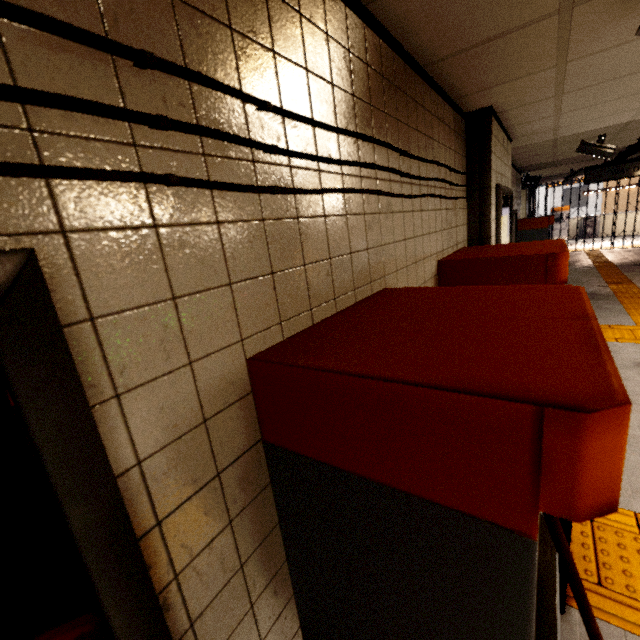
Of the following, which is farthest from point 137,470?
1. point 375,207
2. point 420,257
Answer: point 420,257

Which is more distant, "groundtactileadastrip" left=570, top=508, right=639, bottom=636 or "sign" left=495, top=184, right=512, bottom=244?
"sign" left=495, top=184, right=512, bottom=244

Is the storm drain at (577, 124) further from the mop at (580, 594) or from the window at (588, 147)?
the mop at (580, 594)

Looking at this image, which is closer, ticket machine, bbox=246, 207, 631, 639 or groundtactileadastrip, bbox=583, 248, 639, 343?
ticket machine, bbox=246, 207, 631, 639

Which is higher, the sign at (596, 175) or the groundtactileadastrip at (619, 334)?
the sign at (596, 175)

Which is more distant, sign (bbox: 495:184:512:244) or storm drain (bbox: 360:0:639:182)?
sign (bbox: 495:184:512:244)

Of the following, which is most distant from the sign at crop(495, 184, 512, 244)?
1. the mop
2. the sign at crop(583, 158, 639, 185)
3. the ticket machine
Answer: the sign at crop(583, 158, 639, 185)

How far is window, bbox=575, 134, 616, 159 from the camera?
4.5m
